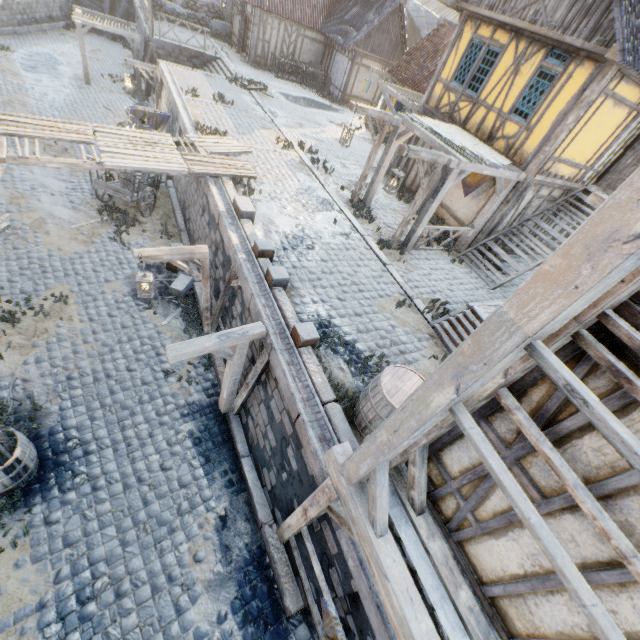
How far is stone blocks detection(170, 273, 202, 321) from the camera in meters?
10.2 m

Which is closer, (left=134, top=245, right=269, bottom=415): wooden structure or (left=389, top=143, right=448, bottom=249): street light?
(left=134, top=245, right=269, bottom=415): wooden structure

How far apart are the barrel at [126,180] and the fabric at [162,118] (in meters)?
1.31

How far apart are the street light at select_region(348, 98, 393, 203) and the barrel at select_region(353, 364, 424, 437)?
7.39m

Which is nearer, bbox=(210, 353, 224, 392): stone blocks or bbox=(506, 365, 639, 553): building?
bbox=(506, 365, 639, 553): building

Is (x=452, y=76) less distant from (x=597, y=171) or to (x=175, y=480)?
(x=597, y=171)

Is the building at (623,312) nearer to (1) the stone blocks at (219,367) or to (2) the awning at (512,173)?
(1) the stone blocks at (219,367)

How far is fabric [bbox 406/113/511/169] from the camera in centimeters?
921cm
